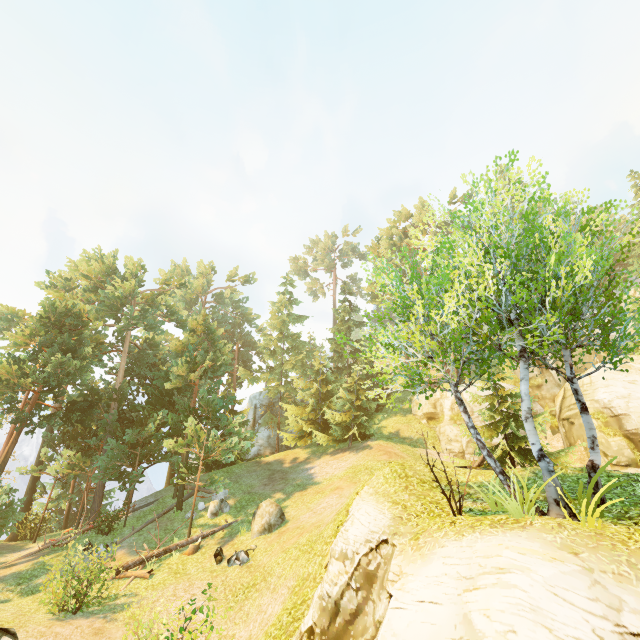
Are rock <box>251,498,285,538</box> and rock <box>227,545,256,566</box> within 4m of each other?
yes

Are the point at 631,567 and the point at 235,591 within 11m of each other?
no

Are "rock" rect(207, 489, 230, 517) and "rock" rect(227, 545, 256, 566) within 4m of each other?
no

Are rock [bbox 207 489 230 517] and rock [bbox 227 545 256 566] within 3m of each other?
no

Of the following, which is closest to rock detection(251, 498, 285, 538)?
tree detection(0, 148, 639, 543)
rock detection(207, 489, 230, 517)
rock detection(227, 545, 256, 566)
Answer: rock detection(227, 545, 256, 566)

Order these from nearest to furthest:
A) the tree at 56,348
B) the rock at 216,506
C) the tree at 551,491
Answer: the tree at 551,491, the tree at 56,348, the rock at 216,506

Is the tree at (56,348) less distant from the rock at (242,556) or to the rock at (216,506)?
the rock at (216,506)

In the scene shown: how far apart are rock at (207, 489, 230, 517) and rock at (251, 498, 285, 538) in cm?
329
